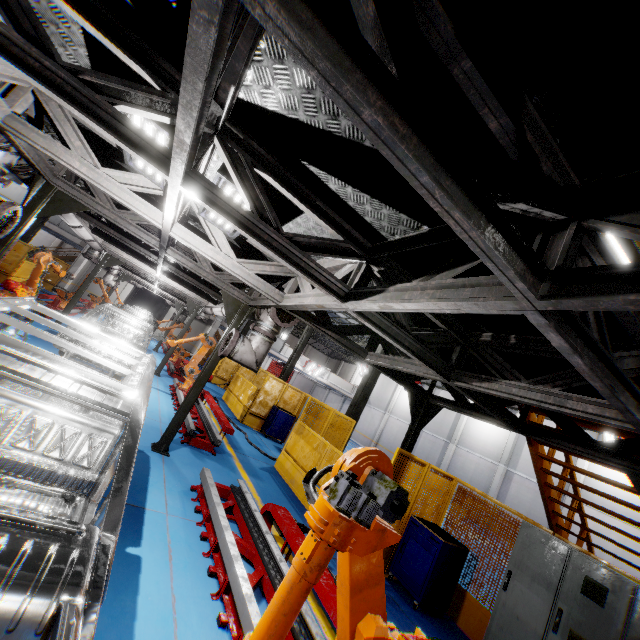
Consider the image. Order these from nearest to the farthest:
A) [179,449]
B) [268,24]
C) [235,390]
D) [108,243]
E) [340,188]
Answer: [268,24], [340,188], [179,449], [108,243], [235,390]

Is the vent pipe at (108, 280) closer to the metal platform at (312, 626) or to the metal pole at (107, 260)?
the metal pole at (107, 260)

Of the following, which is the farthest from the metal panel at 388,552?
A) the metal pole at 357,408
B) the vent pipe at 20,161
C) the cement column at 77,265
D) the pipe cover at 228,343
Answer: the pipe cover at 228,343

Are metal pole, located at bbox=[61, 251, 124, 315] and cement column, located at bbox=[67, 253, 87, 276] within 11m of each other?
no

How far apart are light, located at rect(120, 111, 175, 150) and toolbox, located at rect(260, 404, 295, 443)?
10.1 meters

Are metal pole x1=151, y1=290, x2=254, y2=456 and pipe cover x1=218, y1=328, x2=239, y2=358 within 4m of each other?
yes

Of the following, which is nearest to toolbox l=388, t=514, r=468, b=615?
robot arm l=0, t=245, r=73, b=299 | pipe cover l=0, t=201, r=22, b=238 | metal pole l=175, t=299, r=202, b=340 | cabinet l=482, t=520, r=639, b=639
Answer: cabinet l=482, t=520, r=639, b=639

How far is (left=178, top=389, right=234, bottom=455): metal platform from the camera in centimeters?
751cm
